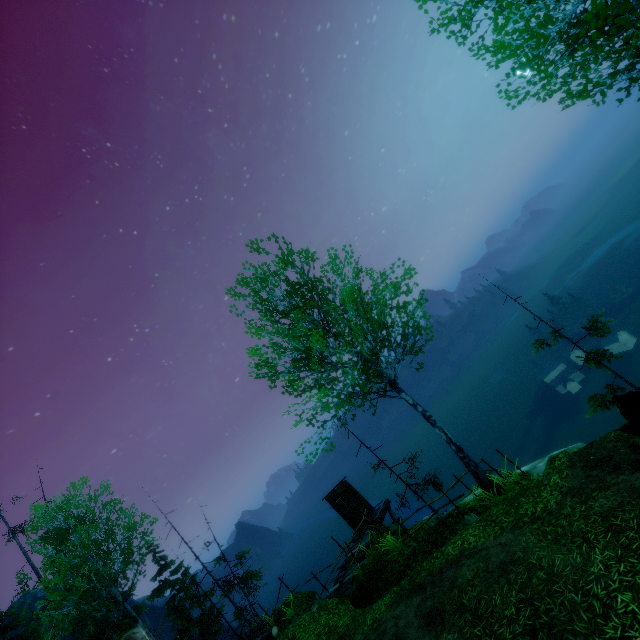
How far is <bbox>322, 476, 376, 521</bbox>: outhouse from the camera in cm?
1811

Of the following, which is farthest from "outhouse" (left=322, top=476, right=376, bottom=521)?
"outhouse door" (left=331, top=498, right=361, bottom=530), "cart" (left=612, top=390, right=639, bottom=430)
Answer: "cart" (left=612, top=390, right=639, bottom=430)

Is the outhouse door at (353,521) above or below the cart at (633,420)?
above

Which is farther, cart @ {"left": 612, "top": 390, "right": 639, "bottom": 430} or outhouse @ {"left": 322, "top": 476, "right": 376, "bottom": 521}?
outhouse @ {"left": 322, "top": 476, "right": 376, "bottom": 521}

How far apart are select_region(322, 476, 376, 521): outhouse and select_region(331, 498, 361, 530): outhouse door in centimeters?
2cm

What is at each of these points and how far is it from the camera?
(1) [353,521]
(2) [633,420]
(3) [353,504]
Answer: (1) outhouse door, 18.0m
(2) cart, 10.6m
(3) outhouse, 18.2m

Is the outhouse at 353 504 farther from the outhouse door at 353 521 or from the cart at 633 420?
the cart at 633 420
